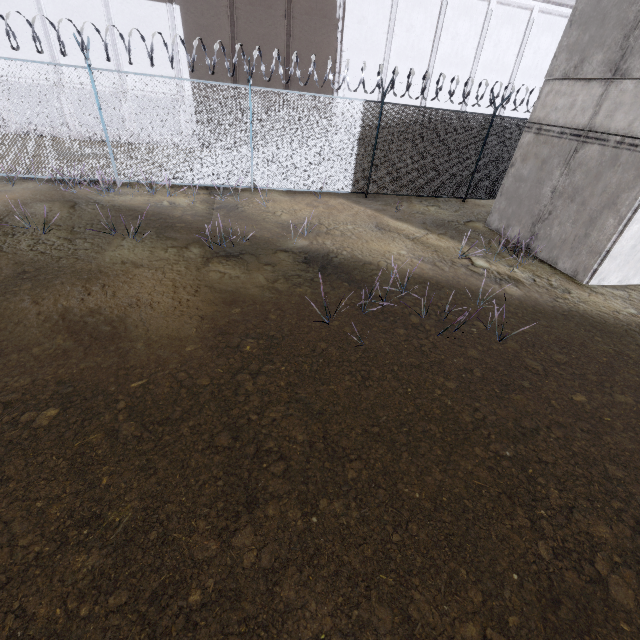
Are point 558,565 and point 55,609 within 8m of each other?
yes

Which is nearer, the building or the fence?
the building

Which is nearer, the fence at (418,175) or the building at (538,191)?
the building at (538,191)
